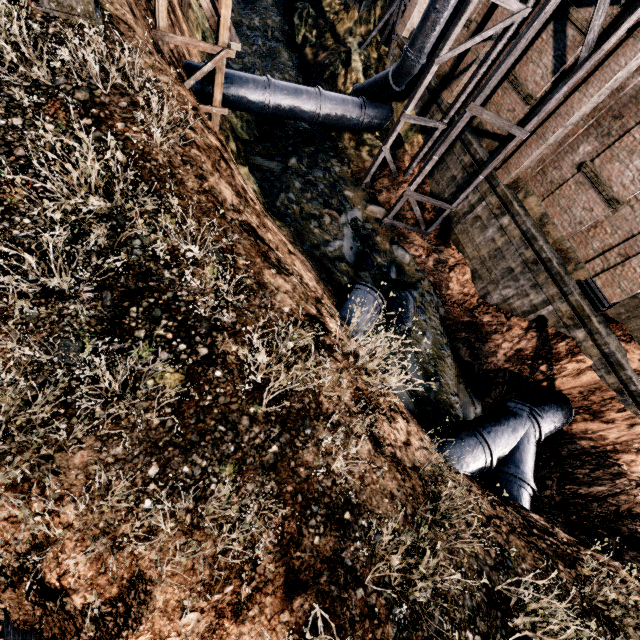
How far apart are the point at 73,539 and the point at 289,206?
14.30m

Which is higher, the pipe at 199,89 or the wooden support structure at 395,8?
the wooden support structure at 395,8

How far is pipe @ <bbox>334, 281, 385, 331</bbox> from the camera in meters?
11.4

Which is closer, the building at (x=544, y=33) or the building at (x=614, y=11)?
the building at (x=614, y=11)

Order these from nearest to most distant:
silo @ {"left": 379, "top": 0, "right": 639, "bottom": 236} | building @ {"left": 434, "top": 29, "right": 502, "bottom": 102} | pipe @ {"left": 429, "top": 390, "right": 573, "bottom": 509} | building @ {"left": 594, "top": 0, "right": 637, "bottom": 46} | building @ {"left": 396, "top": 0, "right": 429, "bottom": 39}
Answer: silo @ {"left": 379, "top": 0, "right": 639, "bottom": 236}, pipe @ {"left": 429, "top": 390, "right": 573, "bottom": 509}, building @ {"left": 594, "top": 0, "right": 637, "bottom": 46}, building @ {"left": 434, "top": 29, "right": 502, "bottom": 102}, building @ {"left": 396, "top": 0, "right": 429, "bottom": 39}

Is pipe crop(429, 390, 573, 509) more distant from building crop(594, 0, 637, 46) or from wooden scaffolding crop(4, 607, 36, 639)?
wooden scaffolding crop(4, 607, 36, 639)

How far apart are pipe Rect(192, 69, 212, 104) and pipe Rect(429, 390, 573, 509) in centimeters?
1657cm

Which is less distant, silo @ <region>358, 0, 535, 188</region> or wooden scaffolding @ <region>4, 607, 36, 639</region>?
wooden scaffolding @ <region>4, 607, 36, 639</region>
